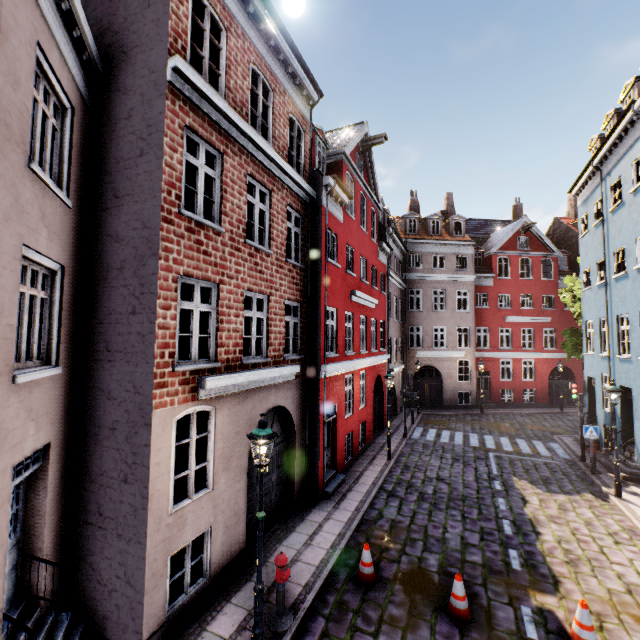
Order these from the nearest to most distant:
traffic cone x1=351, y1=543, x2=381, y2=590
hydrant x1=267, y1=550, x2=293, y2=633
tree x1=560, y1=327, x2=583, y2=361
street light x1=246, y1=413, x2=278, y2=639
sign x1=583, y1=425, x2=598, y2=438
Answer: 1. street light x1=246, y1=413, x2=278, y2=639
2. hydrant x1=267, y1=550, x2=293, y2=633
3. traffic cone x1=351, y1=543, x2=381, y2=590
4. sign x1=583, y1=425, x2=598, y2=438
5. tree x1=560, y1=327, x2=583, y2=361

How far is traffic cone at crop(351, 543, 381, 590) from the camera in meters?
7.0 m

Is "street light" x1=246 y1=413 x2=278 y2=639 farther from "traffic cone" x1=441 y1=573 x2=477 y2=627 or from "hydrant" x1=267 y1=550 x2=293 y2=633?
"traffic cone" x1=441 y1=573 x2=477 y2=627

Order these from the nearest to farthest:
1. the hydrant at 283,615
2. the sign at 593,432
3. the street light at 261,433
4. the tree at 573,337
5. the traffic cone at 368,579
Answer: the street light at 261,433
the hydrant at 283,615
the traffic cone at 368,579
the sign at 593,432
the tree at 573,337

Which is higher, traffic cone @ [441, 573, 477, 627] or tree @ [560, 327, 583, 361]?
tree @ [560, 327, 583, 361]

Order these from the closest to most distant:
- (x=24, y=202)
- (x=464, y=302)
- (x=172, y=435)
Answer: (x=24, y=202) → (x=172, y=435) → (x=464, y=302)

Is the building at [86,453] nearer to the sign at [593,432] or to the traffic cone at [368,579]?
the sign at [593,432]

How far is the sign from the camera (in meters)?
12.83
